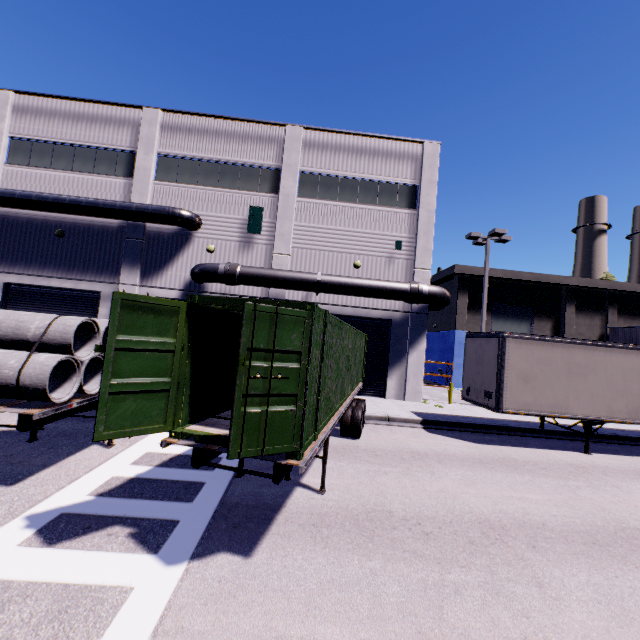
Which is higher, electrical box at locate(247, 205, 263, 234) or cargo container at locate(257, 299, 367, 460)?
electrical box at locate(247, 205, 263, 234)

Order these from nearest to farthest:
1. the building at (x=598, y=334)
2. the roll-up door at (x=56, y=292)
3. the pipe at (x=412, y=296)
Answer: the pipe at (x=412, y=296)
the roll-up door at (x=56, y=292)
the building at (x=598, y=334)

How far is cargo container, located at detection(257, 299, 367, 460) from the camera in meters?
4.4 m

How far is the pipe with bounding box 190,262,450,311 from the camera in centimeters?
1631cm

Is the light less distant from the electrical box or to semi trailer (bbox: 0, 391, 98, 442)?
semi trailer (bbox: 0, 391, 98, 442)

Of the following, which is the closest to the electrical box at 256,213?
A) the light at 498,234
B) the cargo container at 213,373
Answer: the light at 498,234

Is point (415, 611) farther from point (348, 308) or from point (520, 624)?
point (348, 308)

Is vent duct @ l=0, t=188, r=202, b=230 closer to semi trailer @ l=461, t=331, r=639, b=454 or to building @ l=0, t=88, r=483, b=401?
building @ l=0, t=88, r=483, b=401
